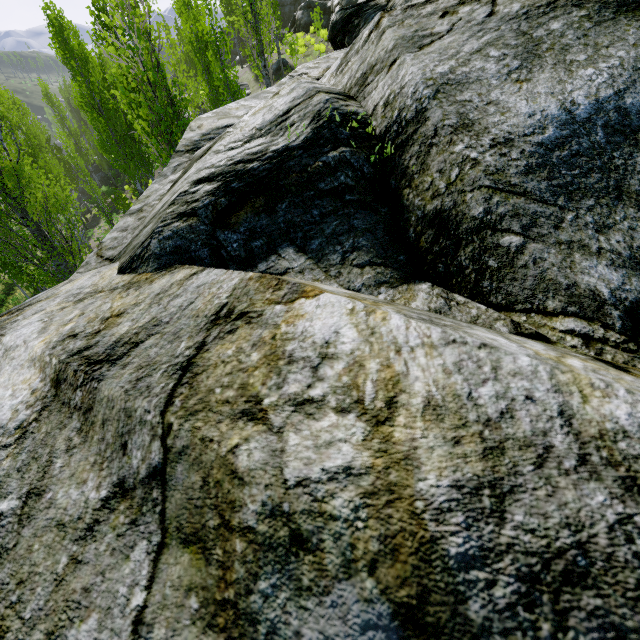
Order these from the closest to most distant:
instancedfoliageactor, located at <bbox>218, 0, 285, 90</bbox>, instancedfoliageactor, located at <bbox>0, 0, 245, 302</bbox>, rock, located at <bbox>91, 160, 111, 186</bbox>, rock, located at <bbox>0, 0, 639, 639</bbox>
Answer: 1. rock, located at <bbox>0, 0, 639, 639</bbox>
2. instancedfoliageactor, located at <bbox>0, 0, 245, 302</bbox>
3. instancedfoliageactor, located at <bbox>218, 0, 285, 90</bbox>
4. rock, located at <bbox>91, 160, 111, 186</bbox>

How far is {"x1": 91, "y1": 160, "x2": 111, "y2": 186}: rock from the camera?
42.38m

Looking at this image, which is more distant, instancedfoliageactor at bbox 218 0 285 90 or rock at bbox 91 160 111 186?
rock at bbox 91 160 111 186

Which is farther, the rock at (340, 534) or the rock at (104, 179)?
the rock at (104, 179)

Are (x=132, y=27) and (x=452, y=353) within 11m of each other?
no

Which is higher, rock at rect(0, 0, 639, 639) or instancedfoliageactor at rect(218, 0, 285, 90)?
instancedfoliageactor at rect(218, 0, 285, 90)

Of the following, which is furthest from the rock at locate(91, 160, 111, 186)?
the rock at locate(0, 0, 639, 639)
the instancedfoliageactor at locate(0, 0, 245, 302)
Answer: the rock at locate(0, 0, 639, 639)

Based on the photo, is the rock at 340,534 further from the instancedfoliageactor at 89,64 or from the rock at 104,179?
the rock at 104,179
